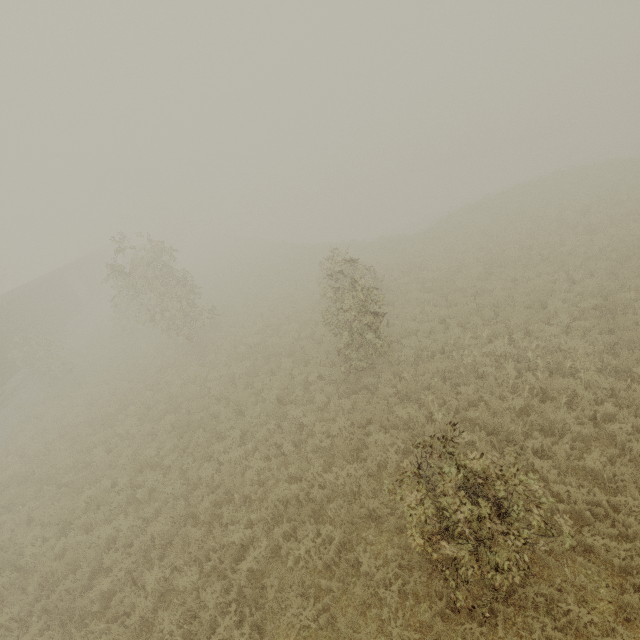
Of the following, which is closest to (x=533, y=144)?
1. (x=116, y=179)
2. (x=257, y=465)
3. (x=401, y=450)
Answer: (x=401, y=450)
